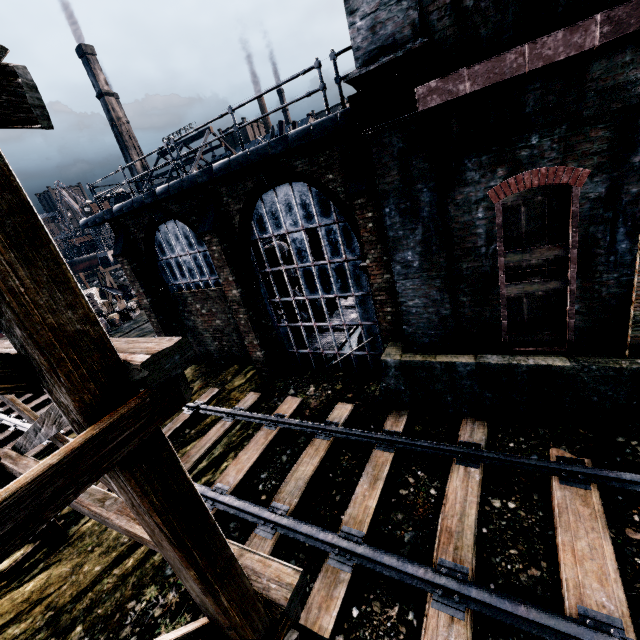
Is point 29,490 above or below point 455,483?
above

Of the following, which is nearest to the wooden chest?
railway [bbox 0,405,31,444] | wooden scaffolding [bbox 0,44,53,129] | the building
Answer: railway [bbox 0,405,31,444]

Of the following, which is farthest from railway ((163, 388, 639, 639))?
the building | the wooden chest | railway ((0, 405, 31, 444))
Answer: the wooden chest

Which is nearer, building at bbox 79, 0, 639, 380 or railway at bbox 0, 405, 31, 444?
building at bbox 79, 0, 639, 380

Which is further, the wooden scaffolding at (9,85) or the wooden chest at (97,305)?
the wooden chest at (97,305)

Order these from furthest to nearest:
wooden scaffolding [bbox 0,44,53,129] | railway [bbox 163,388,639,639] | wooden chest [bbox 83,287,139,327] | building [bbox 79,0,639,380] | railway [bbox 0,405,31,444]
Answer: wooden chest [bbox 83,287,139,327]
railway [bbox 0,405,31,444]
building [bbox 79,0,639,380]
railway [bbox 163,388,639,639]
wooden scaffolding [bbox 0,44,53,129]

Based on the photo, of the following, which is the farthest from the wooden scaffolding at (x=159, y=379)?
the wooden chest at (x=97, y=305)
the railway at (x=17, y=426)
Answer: the wooden chest at (x=97, y=305)

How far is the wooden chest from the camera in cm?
2892
